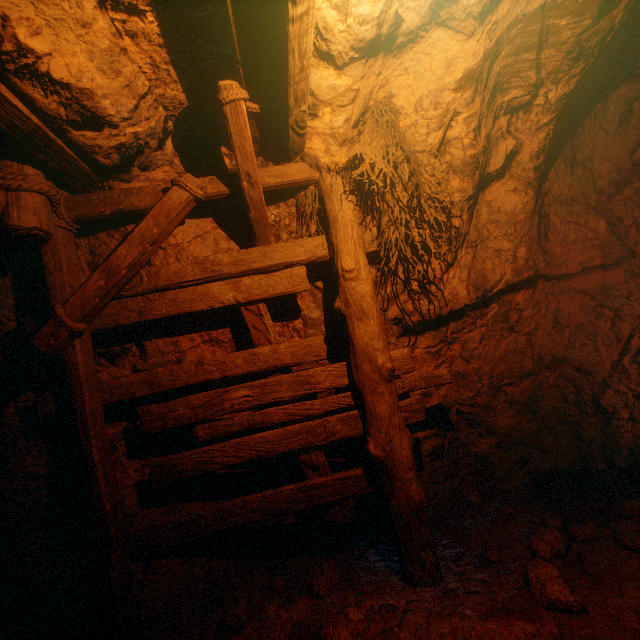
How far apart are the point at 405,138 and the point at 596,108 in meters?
2.8 m

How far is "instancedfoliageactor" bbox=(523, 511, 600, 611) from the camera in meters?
2.3

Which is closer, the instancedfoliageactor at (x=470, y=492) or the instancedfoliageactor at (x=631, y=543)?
the instancedfoliageactor at (x=631, y=543)

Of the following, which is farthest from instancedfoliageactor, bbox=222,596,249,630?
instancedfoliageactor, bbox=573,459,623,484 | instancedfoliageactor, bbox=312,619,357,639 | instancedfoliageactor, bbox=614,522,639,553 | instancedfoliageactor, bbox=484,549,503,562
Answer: instancedfoliageactor, bbox=573,459,623,484

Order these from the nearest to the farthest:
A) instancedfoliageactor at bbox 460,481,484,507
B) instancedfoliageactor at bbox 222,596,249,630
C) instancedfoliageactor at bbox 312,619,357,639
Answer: instancedfoliageactor at bbox 312,619,357,639
instancedfoliageactor at bbox 222,596,249,630
instancedfoliageactor at bbox 460,481,484,507

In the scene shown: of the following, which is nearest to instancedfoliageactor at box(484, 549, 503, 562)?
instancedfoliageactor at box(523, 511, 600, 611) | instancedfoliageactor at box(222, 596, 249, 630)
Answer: instancedfoliageactor at box(523, 511, 600, 611)

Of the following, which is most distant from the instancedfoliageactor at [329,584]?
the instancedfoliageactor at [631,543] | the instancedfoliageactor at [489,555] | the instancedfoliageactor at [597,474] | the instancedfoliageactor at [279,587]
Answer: the instancedfoliageactor at [597,474]

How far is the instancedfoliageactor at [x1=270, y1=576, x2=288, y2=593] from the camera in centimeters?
305cm
